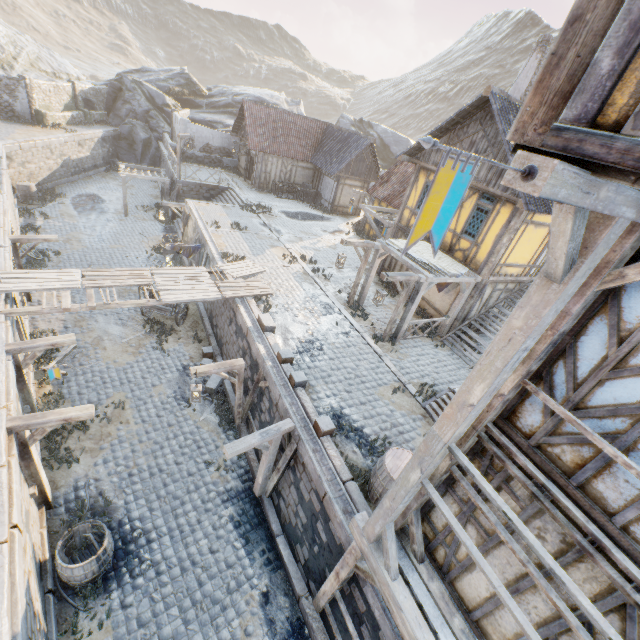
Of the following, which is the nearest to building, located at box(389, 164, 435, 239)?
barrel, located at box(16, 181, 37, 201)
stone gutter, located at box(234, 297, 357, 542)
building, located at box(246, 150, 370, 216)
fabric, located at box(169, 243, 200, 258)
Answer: building, located at box(246, 150, 370, 216)

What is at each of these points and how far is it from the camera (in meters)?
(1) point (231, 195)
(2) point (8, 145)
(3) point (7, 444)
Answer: (1) stairs, 24.97
(2) stone blocks, 20.42
(3) stone blocks, 6.20

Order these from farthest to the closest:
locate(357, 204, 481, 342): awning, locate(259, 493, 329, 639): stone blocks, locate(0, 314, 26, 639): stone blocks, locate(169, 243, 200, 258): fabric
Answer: locate(169, 243, 200, 258): fabric
locate(357, 204, 481, 342): awning
locate(259, 493, 329, 639): stone blocks
locate(0, 314, 26, 639): stone blocks

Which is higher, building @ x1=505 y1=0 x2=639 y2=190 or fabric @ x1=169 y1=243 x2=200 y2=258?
building @ x1=505 y1=0 x2=639 y2=190

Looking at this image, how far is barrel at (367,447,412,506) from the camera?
6.6m

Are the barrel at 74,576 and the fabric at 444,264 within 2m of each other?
no

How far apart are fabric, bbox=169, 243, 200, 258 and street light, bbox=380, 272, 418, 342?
9.75m

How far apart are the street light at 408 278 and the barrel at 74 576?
9.3m
